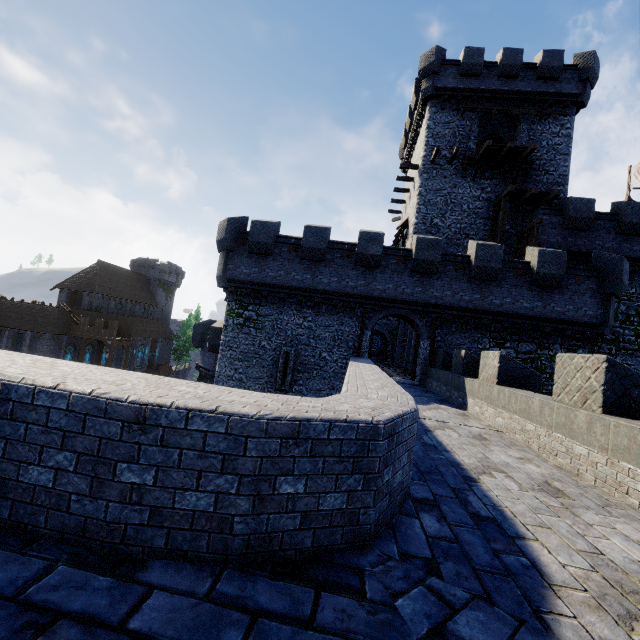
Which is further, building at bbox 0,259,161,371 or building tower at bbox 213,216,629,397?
building at bbox 0,259,161,371

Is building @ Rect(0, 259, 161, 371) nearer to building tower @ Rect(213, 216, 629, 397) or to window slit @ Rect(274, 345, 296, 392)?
building tower @ Rect(213, 216, 629, 397)

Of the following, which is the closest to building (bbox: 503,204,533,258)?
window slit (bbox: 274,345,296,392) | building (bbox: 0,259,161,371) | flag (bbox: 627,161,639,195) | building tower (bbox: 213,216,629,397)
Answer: building tower (bbox: 213,216,629,397)

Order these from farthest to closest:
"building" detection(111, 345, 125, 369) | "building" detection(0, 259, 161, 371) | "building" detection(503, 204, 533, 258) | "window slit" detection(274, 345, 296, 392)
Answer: "building" detection(111, 345, 125, 369)
"building" detection(0, 259, 161, 371)
"building" detection(503, 204, 533, 258)
"window slit" detection(274, 345, 296, 392)

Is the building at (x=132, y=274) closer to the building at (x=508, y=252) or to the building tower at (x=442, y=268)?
the building tower at (x=442, y=268)

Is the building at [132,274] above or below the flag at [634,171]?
below

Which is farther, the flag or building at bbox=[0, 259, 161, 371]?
building at bbox=[0, 259, 161, 371]

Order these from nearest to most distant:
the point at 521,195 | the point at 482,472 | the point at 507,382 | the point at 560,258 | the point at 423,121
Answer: the point at 482,472 < the point at 507,382 < the point at 560,258 < the point at 521,195 < the point at 423,121
